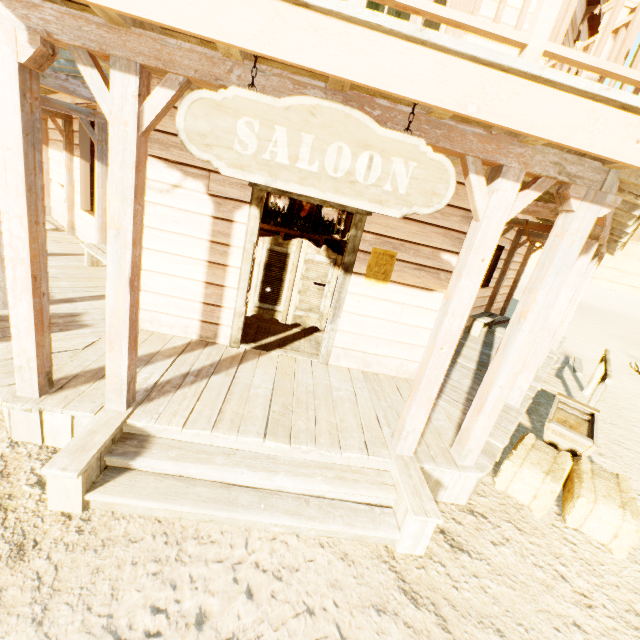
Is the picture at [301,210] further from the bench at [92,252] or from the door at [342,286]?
the door at [342,286]

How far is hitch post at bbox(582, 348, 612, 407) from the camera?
5.3 meters

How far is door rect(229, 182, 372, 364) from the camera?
3.9m

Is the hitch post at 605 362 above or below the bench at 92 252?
above

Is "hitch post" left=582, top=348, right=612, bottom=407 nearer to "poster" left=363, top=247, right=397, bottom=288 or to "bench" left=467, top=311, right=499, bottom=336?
"bench" left=467, top=311, right=499, bottom=336

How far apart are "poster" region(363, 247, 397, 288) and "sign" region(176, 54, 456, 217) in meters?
1.8 m

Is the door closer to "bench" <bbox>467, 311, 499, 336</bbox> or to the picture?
"bench" <bbox>467, 311, 499, 336</bbox>

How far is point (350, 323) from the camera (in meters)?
4.44
